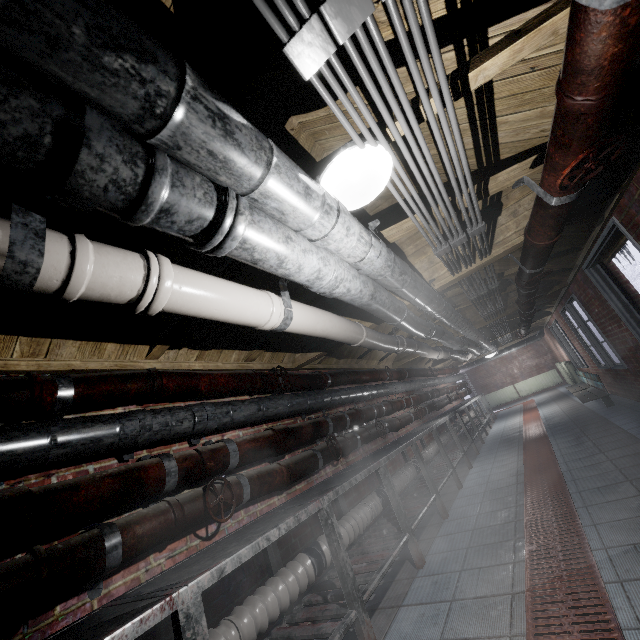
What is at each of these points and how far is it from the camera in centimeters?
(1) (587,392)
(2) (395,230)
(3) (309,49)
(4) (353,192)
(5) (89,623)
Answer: (1) bench, 659cm
(2) beam, 228cm
(3) wire, 80cm
(4) light, 124cm
(5) table, 124cm

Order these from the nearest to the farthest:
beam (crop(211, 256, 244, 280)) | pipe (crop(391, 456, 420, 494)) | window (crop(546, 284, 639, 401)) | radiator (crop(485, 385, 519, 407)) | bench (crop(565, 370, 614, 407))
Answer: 1. beam (crop(211, 256, 244, 280))
2. pipe (crop(391, 456, 420, 494))
3. window (crop(546, 284, 639, 401))
4. bench (crop(565, 370, 614, 407))
5. radiator (crop(485, 385, 519, 407))

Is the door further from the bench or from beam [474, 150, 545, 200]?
the bench

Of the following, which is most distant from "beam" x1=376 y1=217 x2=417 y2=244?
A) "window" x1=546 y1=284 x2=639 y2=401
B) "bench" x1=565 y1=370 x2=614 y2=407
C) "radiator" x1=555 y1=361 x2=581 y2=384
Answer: "radiator" x1=555 y1=361 x2=581 y2=384

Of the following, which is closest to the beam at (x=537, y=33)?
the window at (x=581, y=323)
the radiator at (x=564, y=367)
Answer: the window at (x=581, y=323)

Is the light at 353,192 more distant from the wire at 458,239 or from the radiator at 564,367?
the radiator at 564,367

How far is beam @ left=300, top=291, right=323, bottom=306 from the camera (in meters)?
2.60

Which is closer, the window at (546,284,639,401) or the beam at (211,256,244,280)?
the beam at (211,256,244,280)
